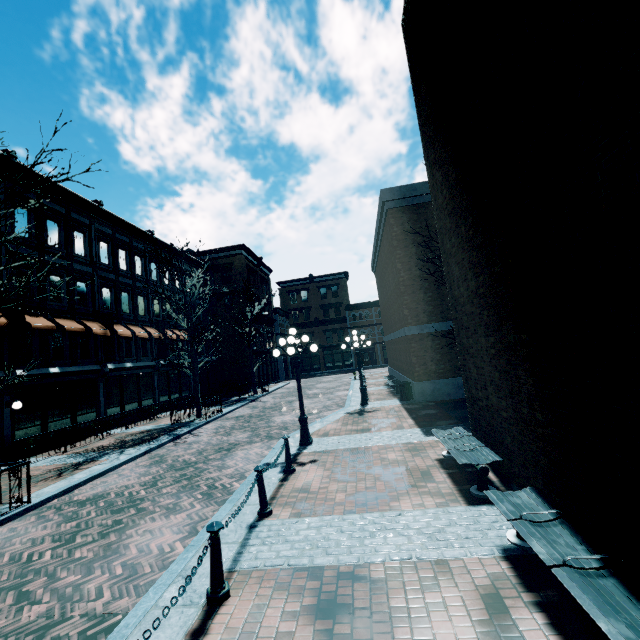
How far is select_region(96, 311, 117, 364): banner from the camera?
18.6 meters

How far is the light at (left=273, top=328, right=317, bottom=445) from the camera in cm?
995

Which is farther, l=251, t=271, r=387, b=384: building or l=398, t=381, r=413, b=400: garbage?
l=251, t=271, r=387, b=384: building

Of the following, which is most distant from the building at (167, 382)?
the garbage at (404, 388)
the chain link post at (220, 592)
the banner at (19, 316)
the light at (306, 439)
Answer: the garbage at (404, 388)

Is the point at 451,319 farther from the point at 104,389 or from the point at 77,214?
the point at 77,214

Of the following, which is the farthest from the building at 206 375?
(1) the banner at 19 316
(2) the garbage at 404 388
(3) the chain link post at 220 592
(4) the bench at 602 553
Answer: (2) the garbage at 404 388

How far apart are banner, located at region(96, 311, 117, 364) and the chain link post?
17.5m

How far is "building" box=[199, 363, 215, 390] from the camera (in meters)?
30.11
